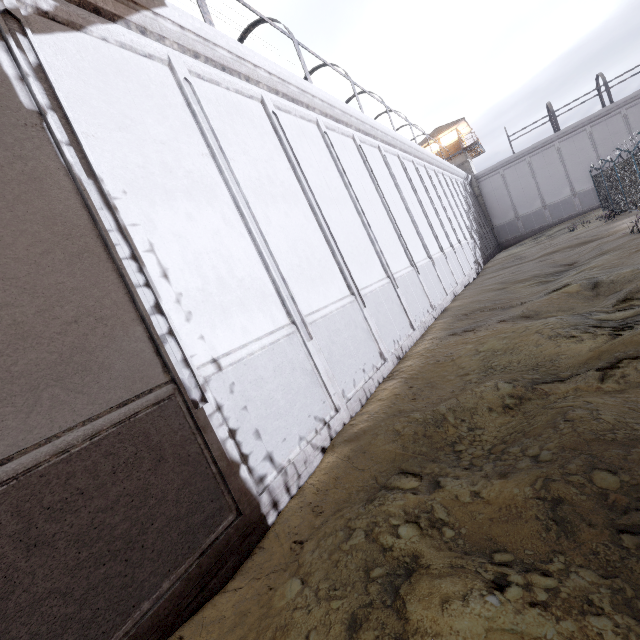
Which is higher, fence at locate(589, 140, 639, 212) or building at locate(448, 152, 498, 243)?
building at locate(448, 152, 498, 243)

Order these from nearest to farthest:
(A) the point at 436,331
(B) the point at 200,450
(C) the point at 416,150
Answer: (B) the point at 200,450, (A) the point at 436,331, (C) the point at 416,150

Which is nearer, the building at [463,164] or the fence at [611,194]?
the fence at [611,194]

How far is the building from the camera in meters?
35.6 m

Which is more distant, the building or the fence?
the building

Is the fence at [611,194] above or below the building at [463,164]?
below
